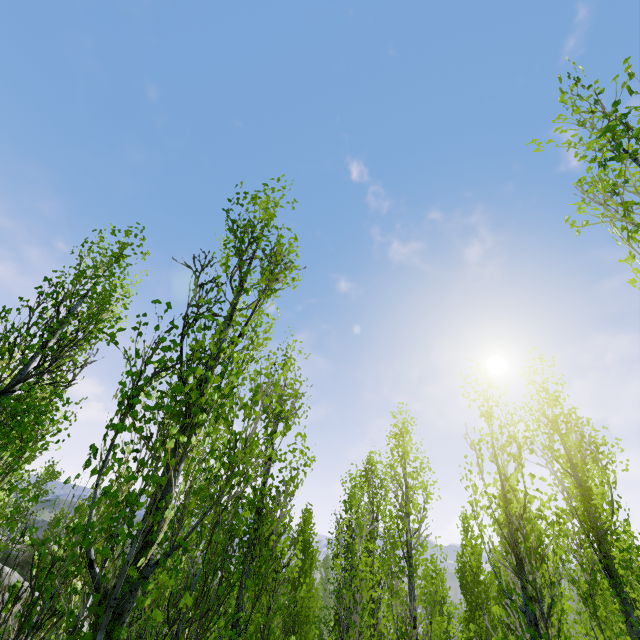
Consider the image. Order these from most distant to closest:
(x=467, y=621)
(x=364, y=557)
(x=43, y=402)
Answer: (x=364, y=557)
(x=467, y=621)
(x=43, y=402)
